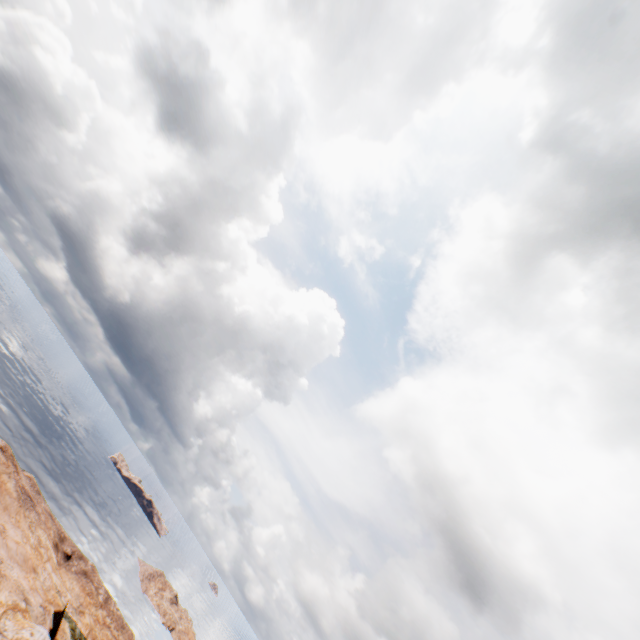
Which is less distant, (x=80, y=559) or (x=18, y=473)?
(x=18, y=473)
